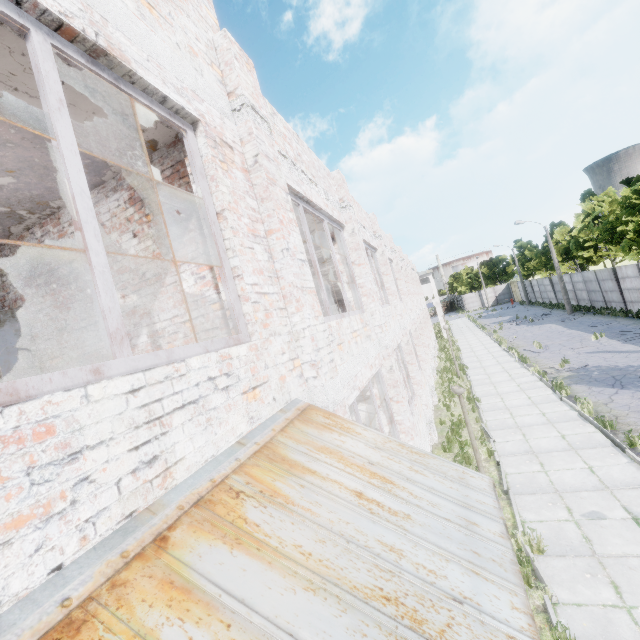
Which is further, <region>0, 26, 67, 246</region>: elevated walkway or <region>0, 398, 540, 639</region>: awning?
<region>0, 26, 67, 246</region>: elevated walkway

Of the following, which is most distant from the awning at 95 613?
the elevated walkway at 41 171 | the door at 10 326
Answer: the door at 10 326

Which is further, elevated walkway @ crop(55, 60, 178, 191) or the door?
the door

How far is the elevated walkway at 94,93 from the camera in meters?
2.8

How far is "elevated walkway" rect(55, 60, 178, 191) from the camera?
2.80m

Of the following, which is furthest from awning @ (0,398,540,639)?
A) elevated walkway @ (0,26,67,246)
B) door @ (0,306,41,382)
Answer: door @ (0,306,41,382)

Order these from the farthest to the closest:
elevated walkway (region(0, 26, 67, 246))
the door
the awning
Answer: the door < elevated walkway (region(0, 26, 67, 246)) < the awning

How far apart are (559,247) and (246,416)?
44.1 meters
